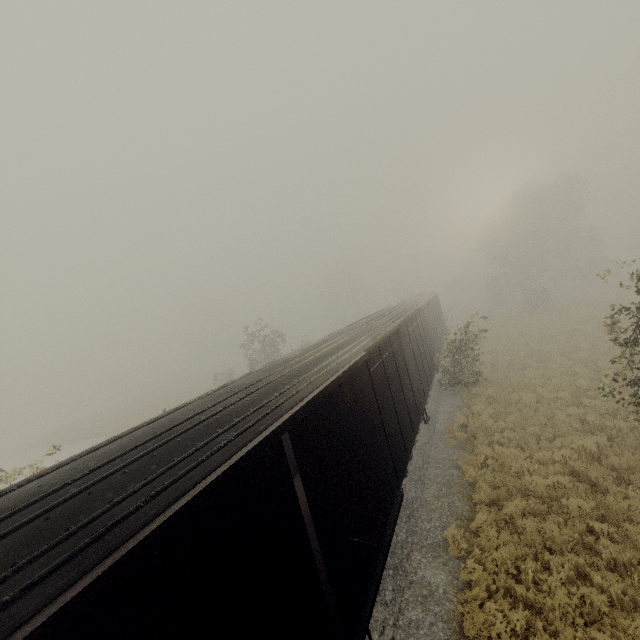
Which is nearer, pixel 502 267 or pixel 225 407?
pixel 225 407

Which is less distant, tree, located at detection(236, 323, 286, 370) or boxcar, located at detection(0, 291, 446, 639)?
boxcar, located at detection(0, 291, 446, 639)

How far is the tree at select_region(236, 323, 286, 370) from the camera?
25.6 meters

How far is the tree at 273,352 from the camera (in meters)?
25.58

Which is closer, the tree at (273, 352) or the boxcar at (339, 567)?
the boxcar at (339, 567)
